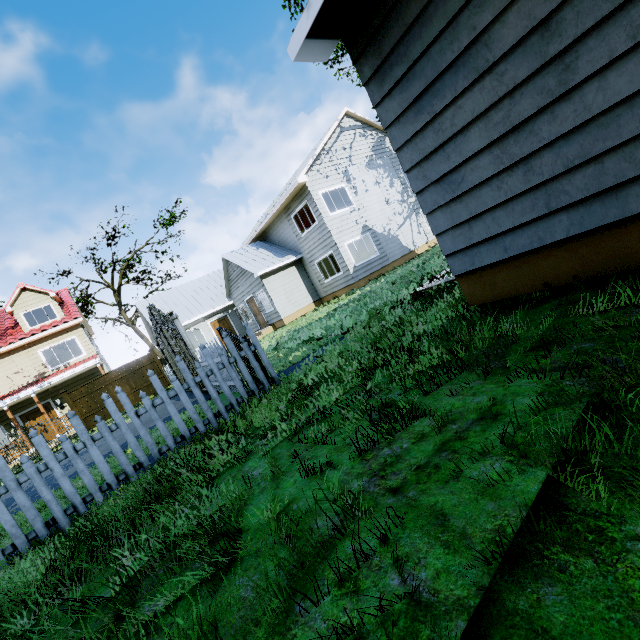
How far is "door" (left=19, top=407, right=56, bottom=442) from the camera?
18.30m

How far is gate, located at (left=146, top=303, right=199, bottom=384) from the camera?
8.6 meters

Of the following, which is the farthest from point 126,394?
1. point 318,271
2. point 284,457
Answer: point 284,457

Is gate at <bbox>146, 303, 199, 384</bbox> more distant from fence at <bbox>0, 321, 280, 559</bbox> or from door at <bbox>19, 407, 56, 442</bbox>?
door at <bbox>19, 407, 56, 442</bbox>

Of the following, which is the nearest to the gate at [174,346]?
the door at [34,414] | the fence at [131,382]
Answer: the fence at [131,382]

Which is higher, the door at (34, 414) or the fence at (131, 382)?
the door at (34, 414)

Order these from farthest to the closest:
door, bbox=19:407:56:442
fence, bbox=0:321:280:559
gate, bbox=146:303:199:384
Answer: door, bbox=19:407:56:442 → gate, bbox=146:303:199:384 → fence, bbox=0:321:280:559
